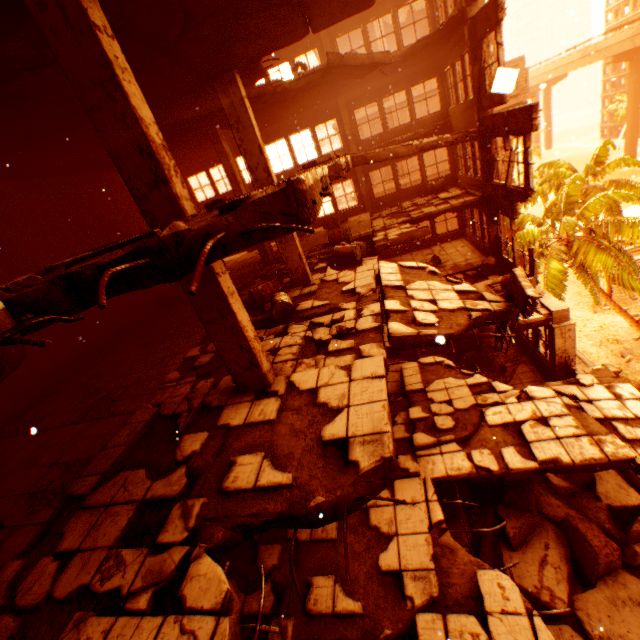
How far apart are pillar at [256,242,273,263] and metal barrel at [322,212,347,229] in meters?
3.3

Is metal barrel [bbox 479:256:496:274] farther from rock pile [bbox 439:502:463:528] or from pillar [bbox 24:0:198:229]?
pillar [bbox 24:0:198:229]

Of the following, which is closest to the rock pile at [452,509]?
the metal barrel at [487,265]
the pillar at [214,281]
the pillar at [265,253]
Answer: the metal barrel at [487,265]

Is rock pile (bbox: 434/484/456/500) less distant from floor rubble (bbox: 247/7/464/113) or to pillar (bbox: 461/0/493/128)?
pillar (bbox: 461/0/493/128)

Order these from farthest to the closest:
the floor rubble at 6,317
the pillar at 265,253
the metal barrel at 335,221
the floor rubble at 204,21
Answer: the metal barrel at 335,221 < the pillar at 265,253 < the floor rubble at 204,21 < the floor rubble at 6,317

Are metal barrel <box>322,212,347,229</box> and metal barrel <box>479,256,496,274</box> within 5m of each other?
no

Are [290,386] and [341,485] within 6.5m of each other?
yes

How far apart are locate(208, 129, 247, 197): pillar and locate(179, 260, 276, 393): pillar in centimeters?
→ 979cm
